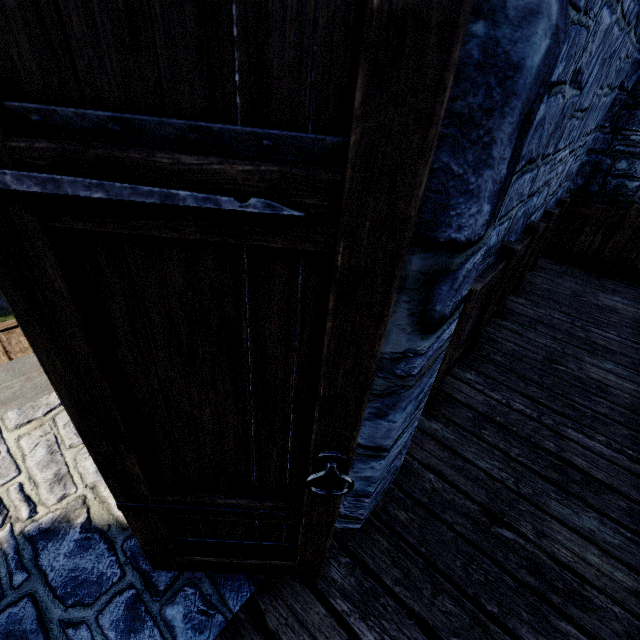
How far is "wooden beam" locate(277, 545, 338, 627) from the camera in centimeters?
149cm

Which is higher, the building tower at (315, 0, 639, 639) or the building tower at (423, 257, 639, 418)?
the building tower at (315, 0, 639, 639)

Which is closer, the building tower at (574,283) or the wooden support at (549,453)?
the wooden support at (549,453)

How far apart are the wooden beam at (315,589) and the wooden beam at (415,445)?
0.38m

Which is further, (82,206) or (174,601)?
(174,601)

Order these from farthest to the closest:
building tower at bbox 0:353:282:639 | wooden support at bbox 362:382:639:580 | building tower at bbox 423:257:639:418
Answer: building tower at bbox 423:257:639:418
wooden support at bbox 362:382:639:580
building tower at bbox 0:353:282:639

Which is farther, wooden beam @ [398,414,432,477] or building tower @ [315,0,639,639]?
wooden beam @ [398,414,432,477]
